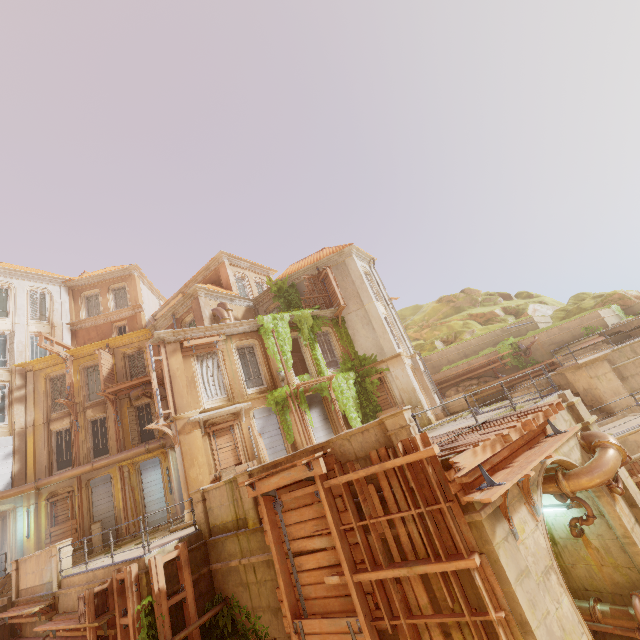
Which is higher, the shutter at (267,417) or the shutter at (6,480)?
the shutter at (6,480)

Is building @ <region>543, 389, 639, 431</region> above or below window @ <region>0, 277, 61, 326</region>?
below

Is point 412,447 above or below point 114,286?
below

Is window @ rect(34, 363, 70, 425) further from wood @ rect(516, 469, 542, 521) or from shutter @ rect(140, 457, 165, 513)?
wood @ rect(516, 469, 542, 521)

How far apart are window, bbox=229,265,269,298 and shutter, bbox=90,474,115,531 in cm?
1411

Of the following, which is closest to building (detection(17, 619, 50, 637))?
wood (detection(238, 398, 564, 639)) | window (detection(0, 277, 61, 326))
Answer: wood (detection(238, 398, 564, 639))

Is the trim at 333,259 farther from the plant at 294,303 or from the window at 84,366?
the window at 84,366

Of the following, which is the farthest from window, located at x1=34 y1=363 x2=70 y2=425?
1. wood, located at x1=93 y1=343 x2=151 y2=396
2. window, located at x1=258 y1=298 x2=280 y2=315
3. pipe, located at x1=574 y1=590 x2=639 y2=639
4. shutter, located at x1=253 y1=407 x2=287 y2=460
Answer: pipe, located at x1=574 y1=590 x2=639 y2=639
